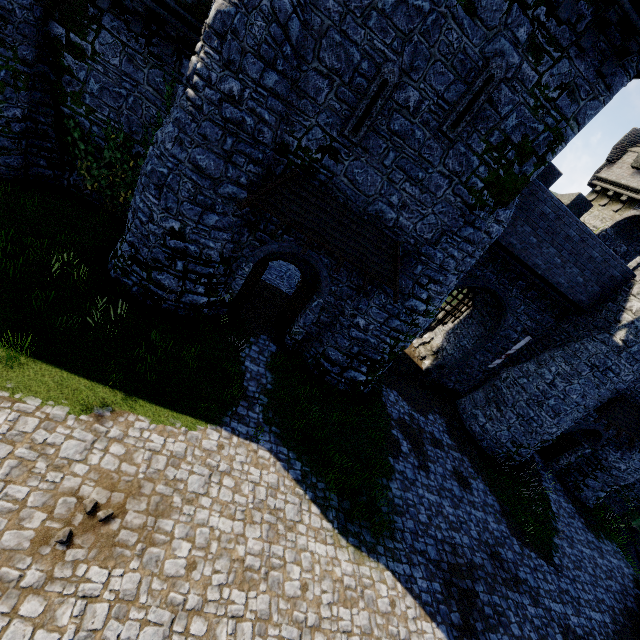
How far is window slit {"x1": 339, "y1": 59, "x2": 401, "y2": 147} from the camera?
8.6m

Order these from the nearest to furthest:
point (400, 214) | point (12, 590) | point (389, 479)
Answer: point (12, 590) → point (400, 214) → point (389, 479)

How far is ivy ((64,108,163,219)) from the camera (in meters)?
11.93

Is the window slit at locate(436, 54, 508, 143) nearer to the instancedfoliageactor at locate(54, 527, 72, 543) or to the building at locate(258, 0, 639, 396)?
the building at locate(258, 0, 639, 396)

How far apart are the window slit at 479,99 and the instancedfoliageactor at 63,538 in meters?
12.9

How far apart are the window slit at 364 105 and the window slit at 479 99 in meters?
1.6

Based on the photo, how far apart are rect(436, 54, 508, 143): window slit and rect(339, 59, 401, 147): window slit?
1.6m

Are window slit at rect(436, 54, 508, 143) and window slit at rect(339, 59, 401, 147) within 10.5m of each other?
yes
